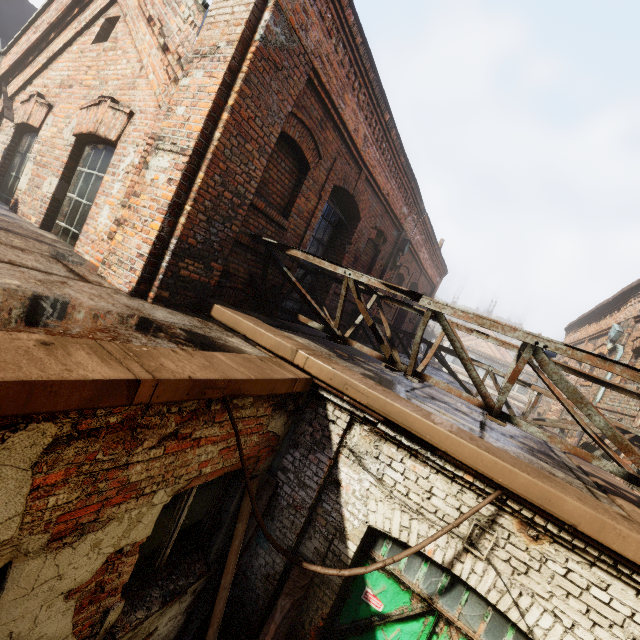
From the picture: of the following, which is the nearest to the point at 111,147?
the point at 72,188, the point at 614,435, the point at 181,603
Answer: the point at 72,188

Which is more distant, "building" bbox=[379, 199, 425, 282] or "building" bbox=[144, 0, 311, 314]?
"building" bbox=[379, 199, 425, 282]

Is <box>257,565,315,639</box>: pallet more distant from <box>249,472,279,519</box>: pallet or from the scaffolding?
the scaffolding

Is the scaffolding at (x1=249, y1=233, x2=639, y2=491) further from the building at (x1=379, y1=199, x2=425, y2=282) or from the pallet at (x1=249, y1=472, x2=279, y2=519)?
the building at (x1=379, y1=199, x2=425, y2=282)

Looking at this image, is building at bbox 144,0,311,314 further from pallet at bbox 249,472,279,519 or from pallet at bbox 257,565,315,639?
pallet at bbox 257,565,315,639

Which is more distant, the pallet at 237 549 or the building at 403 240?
the building at 403 240

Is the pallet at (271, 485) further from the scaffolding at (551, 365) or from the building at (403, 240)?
the building at (403, 240)

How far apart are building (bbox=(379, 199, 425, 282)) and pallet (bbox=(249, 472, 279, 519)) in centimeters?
608cm
